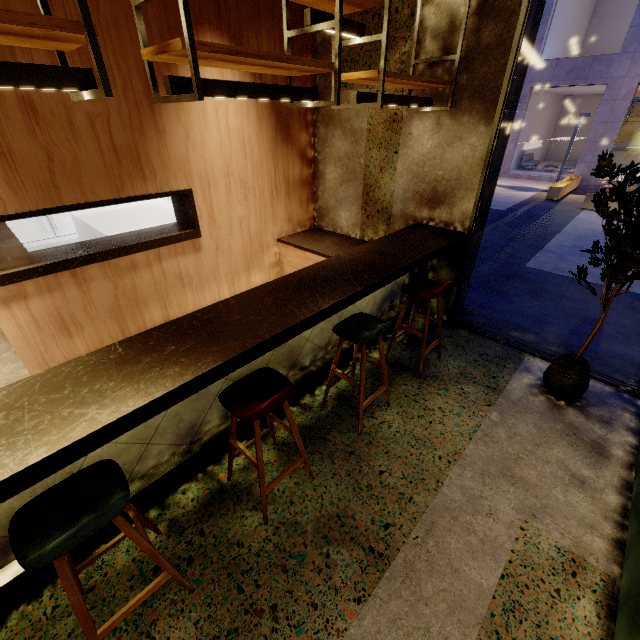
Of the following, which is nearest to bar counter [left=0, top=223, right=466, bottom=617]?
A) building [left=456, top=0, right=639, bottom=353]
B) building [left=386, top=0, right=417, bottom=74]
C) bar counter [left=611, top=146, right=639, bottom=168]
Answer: building [left=386, top=0, right=417, bottom=74]

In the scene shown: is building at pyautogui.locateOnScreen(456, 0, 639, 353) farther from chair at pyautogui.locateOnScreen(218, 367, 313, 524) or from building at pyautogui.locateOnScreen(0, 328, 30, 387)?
→ chair at pyautogui.locateOnScreen(218, 367, 313, 524)

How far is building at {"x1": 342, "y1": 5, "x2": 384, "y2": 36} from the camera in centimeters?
339cm

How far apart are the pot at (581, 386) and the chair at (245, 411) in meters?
2.4

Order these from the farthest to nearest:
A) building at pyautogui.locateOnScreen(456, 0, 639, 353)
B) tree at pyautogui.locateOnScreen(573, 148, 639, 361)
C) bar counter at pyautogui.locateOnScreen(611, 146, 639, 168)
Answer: bar counter at pyautogui.locateOnScreen(611, 146, 639, 168), building at pyautogui.locateOnScreen(456, 0, 639, 353), tree at pyautogui.locateOnScreen(573, 148, 639, 361)

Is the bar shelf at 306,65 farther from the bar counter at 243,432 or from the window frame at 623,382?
the bar counter at 243,432

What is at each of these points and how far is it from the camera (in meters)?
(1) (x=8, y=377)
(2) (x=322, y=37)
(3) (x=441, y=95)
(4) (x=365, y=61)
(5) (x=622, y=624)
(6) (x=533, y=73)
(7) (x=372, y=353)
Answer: (1) building, 3.37
(2) building, 3.93
(3) building, 3.29
(4) building, 3.68
(5) couch, 1.56
(6) building, 15.16
(7) building, 3.70
